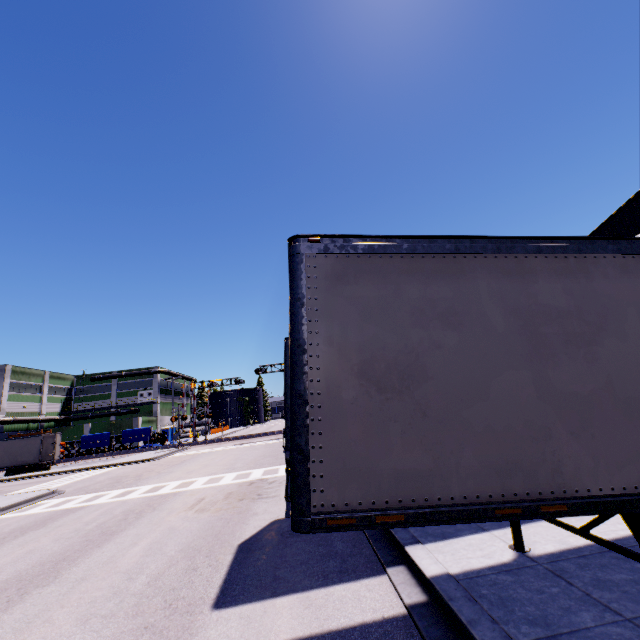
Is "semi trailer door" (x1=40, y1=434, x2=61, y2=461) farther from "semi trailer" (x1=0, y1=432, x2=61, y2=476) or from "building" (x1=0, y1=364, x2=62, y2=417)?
"building" (x1=0, y1=364, x2=62, y2=417)

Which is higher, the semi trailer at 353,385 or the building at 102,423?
the building at 102,423

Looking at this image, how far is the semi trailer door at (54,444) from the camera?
32.6m

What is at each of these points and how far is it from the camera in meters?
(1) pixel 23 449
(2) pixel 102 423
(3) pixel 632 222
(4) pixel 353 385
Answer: (1) semi trailer, 32.4
(2) building, 55.2
(3) building, 14.1
(4) semi trailer, 3.1

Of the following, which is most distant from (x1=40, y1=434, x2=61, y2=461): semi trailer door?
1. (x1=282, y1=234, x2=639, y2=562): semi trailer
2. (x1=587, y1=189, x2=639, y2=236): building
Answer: (x1=587, y1=189, x2=639, y2=236): building
